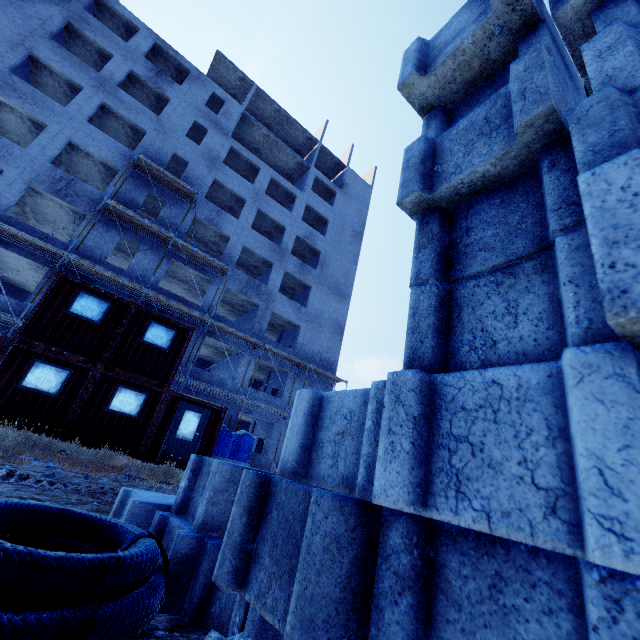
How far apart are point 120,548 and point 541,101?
2.5 meters

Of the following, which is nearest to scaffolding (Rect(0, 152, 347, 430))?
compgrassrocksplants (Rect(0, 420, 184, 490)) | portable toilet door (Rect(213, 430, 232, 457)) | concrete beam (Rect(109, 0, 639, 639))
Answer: portable toilet door (Rect(213, 430, 232, 457))

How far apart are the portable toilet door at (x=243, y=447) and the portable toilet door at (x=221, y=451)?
1.2m

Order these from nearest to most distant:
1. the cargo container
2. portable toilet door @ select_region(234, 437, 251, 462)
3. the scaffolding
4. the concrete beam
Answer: the concrete beam → the cargo container → the scaffolding → portable toilet door @ select_region(234, 437, 251, 462)

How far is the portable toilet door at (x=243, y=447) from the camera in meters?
18.3

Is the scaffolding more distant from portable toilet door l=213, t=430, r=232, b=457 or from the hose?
the hose

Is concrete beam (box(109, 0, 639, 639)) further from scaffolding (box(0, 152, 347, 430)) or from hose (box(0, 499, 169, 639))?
scaffolding (box(0, 152, 347, 430))

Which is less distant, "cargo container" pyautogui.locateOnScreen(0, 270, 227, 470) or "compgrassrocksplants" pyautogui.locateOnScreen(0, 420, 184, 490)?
"compgrassrocksplants" pyautogui.locateOnScreen(0, 420, 184, 490)
